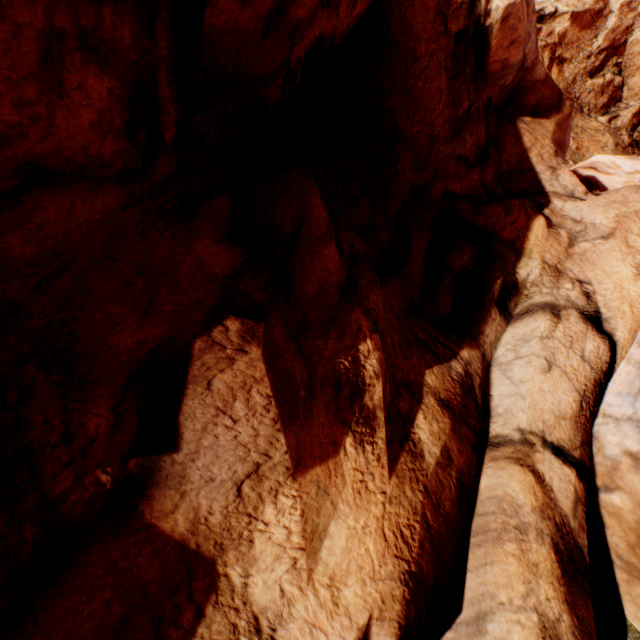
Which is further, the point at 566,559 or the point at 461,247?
the point at 461,247
